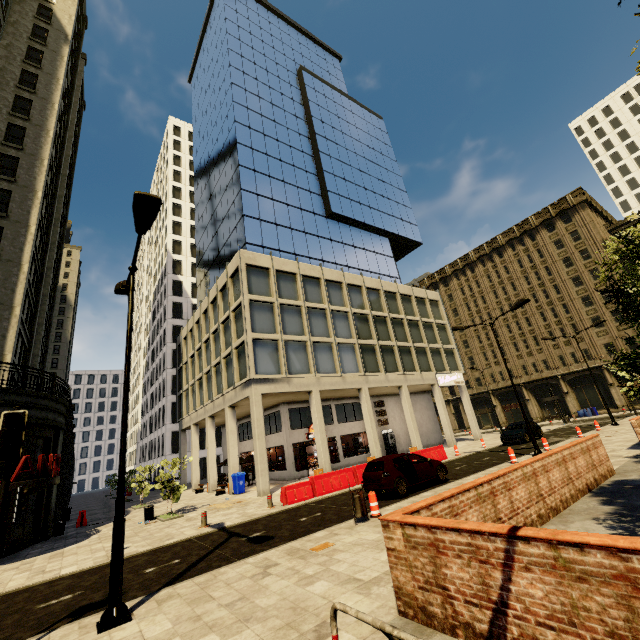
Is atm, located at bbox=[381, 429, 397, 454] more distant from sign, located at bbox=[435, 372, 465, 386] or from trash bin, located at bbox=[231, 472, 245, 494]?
trash bin, located at bbox=[231, 472, 245, 494]

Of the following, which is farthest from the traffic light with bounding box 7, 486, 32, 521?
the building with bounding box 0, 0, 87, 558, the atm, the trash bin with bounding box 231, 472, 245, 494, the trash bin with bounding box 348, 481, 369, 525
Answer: the atm

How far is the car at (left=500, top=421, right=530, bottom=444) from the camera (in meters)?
23.39

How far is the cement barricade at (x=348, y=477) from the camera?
14.92m

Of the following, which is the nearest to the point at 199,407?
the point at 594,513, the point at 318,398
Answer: the point at 318,398

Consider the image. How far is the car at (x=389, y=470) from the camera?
12.4 meters

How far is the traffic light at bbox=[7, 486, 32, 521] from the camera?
5.8m

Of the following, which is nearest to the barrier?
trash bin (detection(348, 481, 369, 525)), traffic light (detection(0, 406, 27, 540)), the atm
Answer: traffic light (detection(0, 406, 27, 540))
